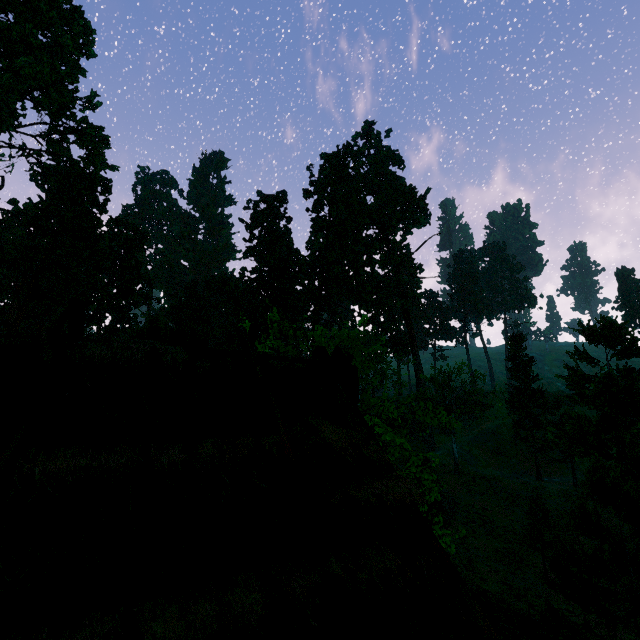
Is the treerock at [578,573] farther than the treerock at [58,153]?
No

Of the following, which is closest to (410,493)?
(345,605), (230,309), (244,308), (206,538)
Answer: (345,605)

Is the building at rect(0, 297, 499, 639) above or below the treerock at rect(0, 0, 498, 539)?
below

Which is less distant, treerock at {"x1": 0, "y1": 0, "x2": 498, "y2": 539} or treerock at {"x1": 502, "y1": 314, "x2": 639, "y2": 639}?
treerock at {"x1": 502, "y1": 314, "x2": 639, "y2": 639}

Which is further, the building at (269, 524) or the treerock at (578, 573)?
the treerock at (578, 573)

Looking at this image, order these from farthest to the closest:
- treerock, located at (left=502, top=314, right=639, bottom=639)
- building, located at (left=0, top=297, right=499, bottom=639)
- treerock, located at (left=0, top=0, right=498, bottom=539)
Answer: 1. treerock, located at (left=0, top=0, right=498, bottom=539)
2. treerock, located at (left=502, top=314, right=639, bottom=639)
3. building, located at (left=0, top=297, right=499, bottom=639)

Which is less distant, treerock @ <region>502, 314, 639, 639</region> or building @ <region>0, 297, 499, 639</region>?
building @ <region>0, 297, 499, 639</region>
